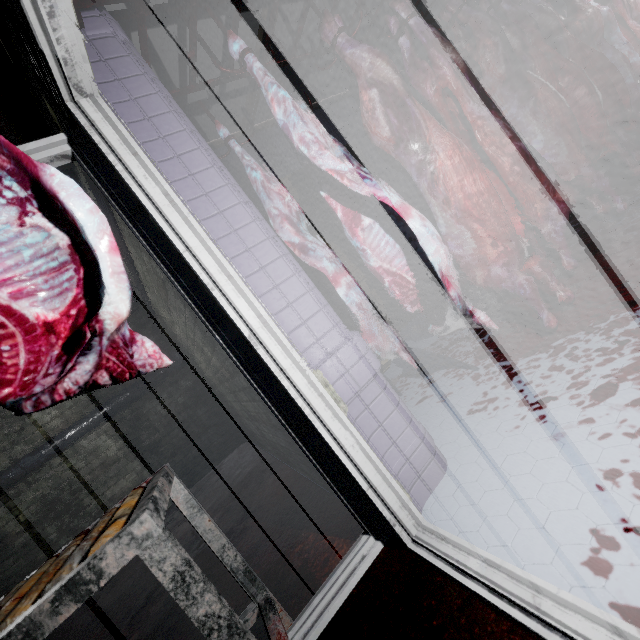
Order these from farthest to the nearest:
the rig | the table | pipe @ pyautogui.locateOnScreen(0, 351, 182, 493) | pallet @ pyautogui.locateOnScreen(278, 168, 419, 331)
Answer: pallet @ pyautogui.locateOnScreen(278, 168, 419, 331) < pipe @ pyautogui.locateOnScreen(0, 351, 182, 493) < the rig < the table

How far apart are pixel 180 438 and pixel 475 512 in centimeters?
423cm

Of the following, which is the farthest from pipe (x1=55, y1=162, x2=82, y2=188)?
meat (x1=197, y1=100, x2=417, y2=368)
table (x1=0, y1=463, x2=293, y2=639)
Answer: table (x1=0, y1=463, x2=293, y2=639)

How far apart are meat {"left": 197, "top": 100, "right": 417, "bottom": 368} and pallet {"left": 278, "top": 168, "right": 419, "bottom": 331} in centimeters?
209cm

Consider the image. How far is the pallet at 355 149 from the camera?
4.6 meters

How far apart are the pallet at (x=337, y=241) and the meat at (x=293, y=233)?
2.09m

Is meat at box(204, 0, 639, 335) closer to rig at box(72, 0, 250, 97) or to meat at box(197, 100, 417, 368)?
rig at box(72, 0, 250, 97)
